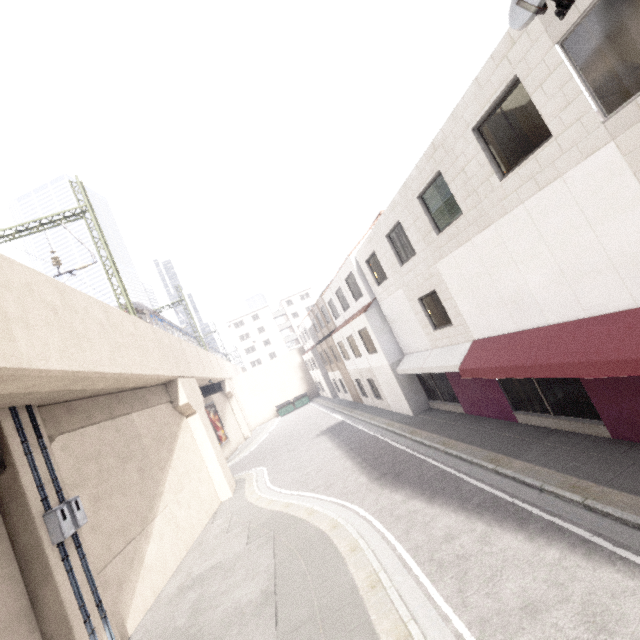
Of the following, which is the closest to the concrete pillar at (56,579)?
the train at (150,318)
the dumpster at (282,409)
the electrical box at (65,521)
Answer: the electrical box at (65,521)

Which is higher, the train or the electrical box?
the train

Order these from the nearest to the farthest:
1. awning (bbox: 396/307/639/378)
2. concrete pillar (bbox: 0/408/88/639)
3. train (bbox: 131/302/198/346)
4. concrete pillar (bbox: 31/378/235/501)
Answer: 1. awning (bbox: 396/307/639/378)
2. concrete pillar (bbox: 0/408/88/639)
3. concrete pillar (bbox: 31/378/235/501)
4. train (bbox: 131/302/198/346)

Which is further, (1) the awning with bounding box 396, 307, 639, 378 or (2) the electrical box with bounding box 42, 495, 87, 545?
(2) the electrical box with bounding box 42, 495, 87, 545

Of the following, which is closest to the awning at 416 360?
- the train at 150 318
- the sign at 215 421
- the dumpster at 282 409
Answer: the train at 150 318

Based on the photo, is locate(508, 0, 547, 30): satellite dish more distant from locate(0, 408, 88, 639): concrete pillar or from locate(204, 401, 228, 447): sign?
locate(204, 401, 228, 447): sign

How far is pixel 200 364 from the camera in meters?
25.2 m

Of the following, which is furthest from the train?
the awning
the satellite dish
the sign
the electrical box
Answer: the satellite dish
